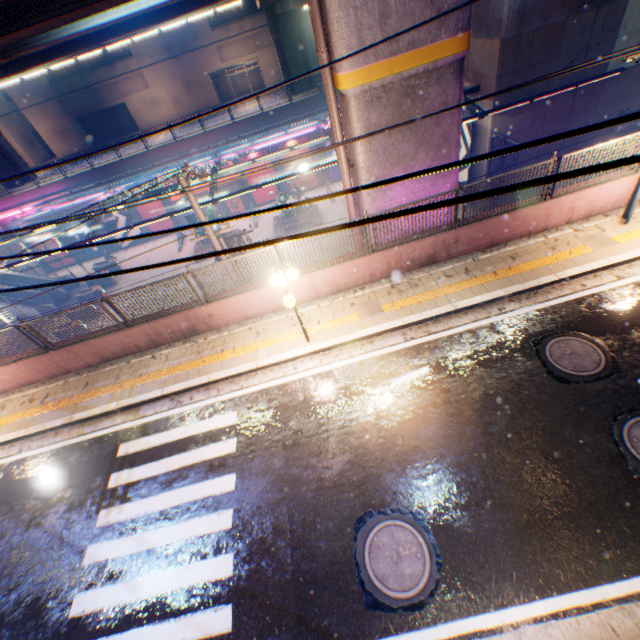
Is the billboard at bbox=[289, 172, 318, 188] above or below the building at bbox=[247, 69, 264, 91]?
below

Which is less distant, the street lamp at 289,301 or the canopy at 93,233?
the street lamp at 289,301

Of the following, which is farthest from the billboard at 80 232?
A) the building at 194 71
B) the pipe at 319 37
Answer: the pipe at 319 37

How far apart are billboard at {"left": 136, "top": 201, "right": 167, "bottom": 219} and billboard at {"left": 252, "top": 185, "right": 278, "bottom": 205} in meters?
7.6

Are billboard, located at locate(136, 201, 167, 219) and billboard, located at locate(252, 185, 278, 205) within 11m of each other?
yes

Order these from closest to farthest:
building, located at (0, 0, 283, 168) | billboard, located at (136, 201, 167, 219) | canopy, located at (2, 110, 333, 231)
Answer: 1. canopy, located at (2, 110, 333, 231)
2. billboard, located at (136, 201, 167, 219)
3. building, located at (0, 0, 283, 168)

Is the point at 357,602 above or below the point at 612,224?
below

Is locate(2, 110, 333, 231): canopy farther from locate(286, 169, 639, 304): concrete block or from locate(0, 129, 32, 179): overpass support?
locate(286, 169, 639, 304): concrete block
